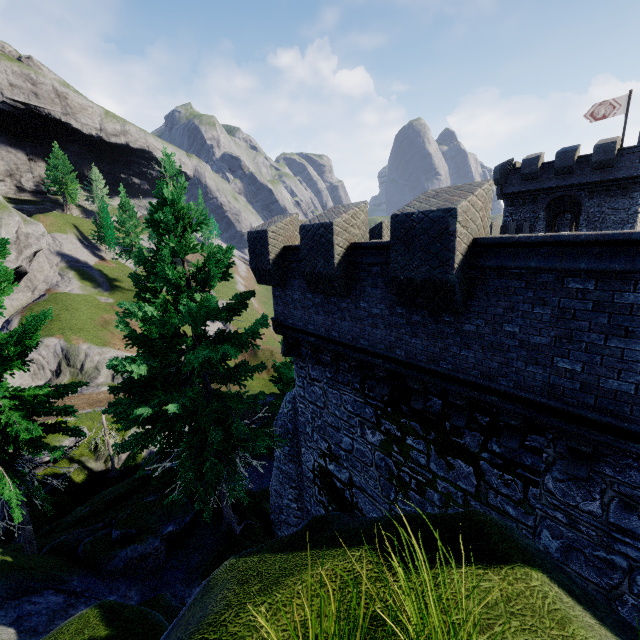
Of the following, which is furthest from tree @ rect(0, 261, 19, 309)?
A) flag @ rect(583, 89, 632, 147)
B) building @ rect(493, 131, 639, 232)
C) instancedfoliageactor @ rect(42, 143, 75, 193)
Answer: instancedfoliageactor @ rect(42, 143, 75, 193)

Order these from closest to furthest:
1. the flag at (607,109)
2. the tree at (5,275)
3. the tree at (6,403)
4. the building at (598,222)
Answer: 1. the tree at (6,403)
2. the tree at (5,275)
3. the building at (598,222)
4. the flag at (607,109)

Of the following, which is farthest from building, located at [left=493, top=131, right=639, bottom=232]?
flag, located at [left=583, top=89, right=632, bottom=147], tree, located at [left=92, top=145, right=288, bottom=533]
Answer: tree, located at [left=92, top=145, right=288, bottom=533]

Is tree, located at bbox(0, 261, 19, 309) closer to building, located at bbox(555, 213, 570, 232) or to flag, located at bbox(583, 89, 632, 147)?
building, located at bbox(555, 213, 570, 232)

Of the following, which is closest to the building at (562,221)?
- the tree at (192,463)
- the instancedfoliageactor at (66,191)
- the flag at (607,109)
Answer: the flag at (607,109)

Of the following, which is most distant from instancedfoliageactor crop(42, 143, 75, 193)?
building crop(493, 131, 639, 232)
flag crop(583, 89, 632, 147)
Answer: flag crop(583, 89, 632, 147)

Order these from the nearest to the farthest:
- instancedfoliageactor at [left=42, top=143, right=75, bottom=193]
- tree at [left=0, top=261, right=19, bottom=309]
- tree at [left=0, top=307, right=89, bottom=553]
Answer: tree at [left=0, top=307, right=89, bottom=553] < tree at [left=0, top=261, right=19, bottom=309] < instancedfoliageactor at [left=42, top=143, right=75, bottom=193]

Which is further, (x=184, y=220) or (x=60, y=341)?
(x=60, y=341)
